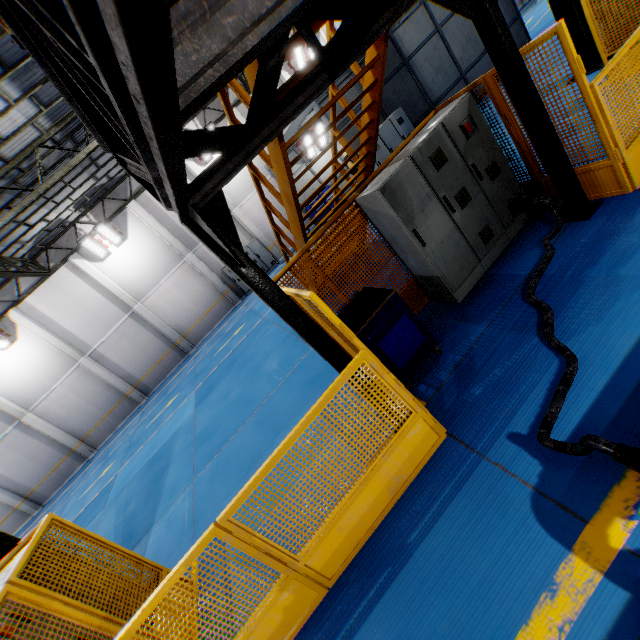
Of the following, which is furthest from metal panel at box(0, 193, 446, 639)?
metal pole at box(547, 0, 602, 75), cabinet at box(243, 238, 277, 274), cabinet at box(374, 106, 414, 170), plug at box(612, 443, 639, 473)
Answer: cabinet at box(243, 238, 277, 274)

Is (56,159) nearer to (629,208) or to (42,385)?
(42,385)

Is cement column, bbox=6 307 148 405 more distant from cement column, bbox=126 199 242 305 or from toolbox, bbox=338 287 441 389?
toolbox, bbox=338 287 441 389

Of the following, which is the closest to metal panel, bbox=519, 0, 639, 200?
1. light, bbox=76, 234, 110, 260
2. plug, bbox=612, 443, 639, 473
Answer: plug, bbox=612, 443, 639, 473

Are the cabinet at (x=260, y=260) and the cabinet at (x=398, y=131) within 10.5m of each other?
yes

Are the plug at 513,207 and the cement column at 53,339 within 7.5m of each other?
no

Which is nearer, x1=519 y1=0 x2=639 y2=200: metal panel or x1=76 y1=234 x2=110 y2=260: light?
x1=519 y1=0 x2=639 y2=200: metal panel

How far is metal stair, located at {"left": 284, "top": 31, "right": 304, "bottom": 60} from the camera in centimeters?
327cm
